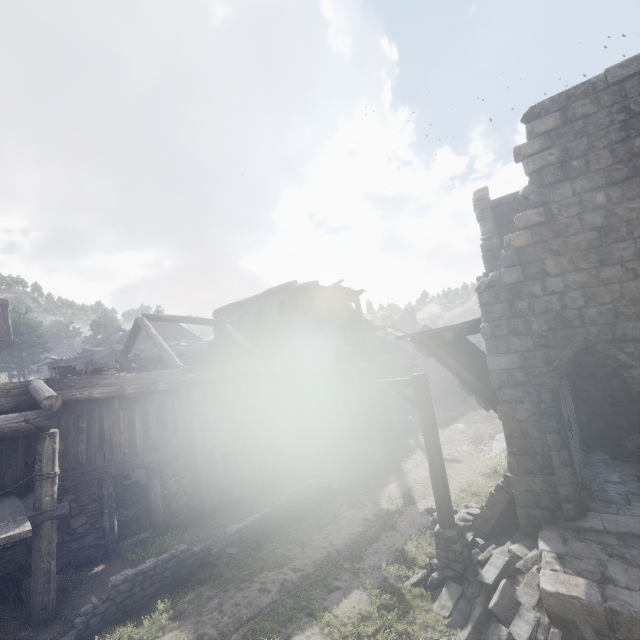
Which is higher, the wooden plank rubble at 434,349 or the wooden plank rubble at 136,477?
the wooden plank rubble at 434,349

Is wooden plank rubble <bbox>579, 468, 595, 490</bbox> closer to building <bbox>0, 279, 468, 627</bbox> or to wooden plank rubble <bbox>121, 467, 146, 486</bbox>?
building <bbox>0, 279, 468, 627</bbox>

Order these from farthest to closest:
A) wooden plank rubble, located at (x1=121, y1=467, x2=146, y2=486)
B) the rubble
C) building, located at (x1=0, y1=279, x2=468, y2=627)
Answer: wooden plank rubble, located at (x1=121, y1=467, x2=146, y2=486)
building, located at (x1=0, y1=279, x2=468, y2=627)
the rubble

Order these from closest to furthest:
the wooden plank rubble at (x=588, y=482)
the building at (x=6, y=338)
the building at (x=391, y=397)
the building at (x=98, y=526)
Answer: the wooden plank rubble at (x=588, y=482) < the building at (x=98, y=526) < the building at (x=6, y=338) < the building at (x=391, y=397)

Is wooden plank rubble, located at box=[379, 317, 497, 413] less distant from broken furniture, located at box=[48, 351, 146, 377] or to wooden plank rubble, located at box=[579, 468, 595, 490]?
wooden plank rubble, located at box=[579, 468, 595, 490]

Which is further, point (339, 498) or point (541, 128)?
point (339, 498)

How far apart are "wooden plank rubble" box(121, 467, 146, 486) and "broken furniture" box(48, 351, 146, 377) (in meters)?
4.77

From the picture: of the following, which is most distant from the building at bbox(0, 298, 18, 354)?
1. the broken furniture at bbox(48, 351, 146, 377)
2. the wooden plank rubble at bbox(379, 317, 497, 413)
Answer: the broken furniture at bbox(48, 351, 146, 377)
